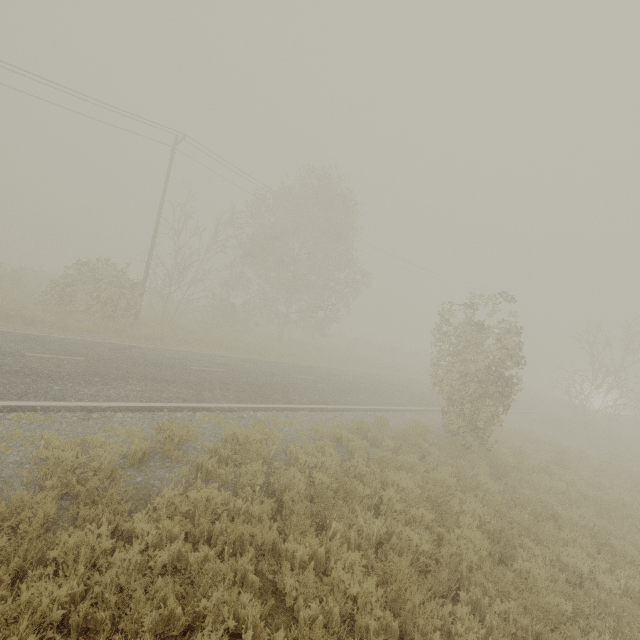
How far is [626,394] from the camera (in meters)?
22.81
